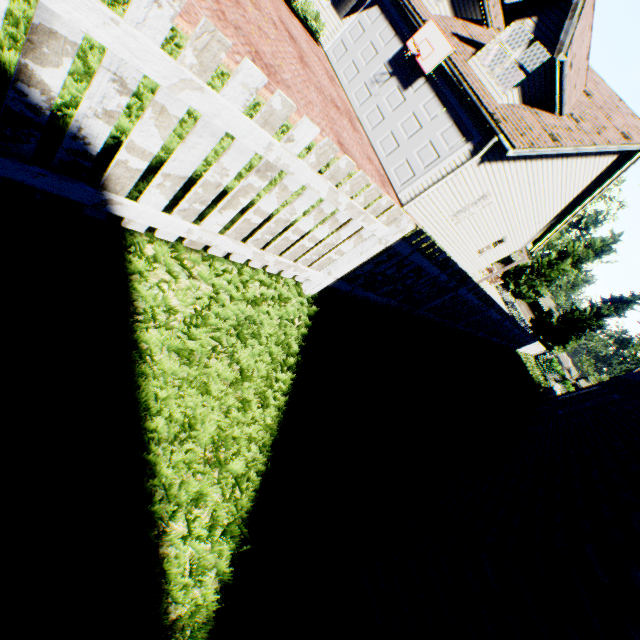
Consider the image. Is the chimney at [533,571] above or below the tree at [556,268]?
below

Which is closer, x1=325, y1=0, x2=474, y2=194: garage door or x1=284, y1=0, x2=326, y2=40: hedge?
x1=325, y1=0, x2=474, y2=194: garage door

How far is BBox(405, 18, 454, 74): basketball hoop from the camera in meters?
10.6 m

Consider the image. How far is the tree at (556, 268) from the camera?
37.2 meters

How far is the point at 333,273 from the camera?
3.3 meters

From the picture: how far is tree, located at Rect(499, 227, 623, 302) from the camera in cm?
3725

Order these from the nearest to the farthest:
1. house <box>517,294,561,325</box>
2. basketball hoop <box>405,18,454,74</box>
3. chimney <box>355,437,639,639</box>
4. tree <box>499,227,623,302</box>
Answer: chimney <box>355,437,639,639</box> → basketball hoop <box>405,18,454,74</box> → tree <box>499,227,623,302</box> → house <box>517,294,561,325</box>

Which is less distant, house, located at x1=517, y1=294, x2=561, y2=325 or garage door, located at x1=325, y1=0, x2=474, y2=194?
garage door, located at x1=325, y1=0, x2=474, y2=194
